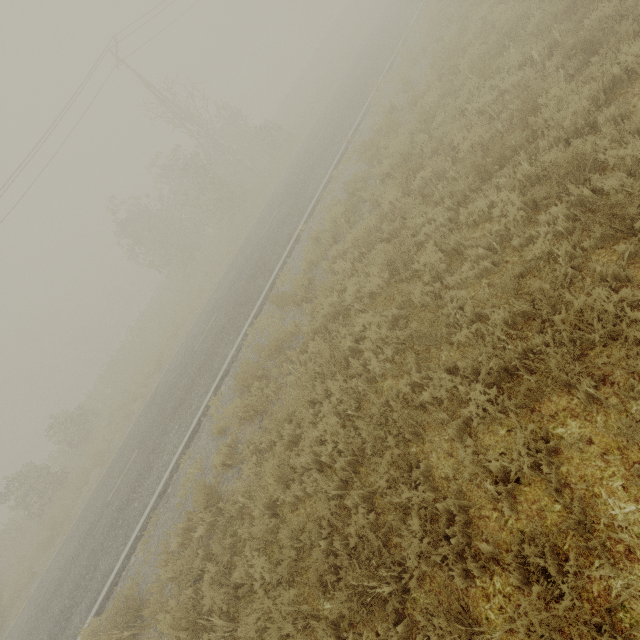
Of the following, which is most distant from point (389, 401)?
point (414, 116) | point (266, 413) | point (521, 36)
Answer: point (414, 116)
